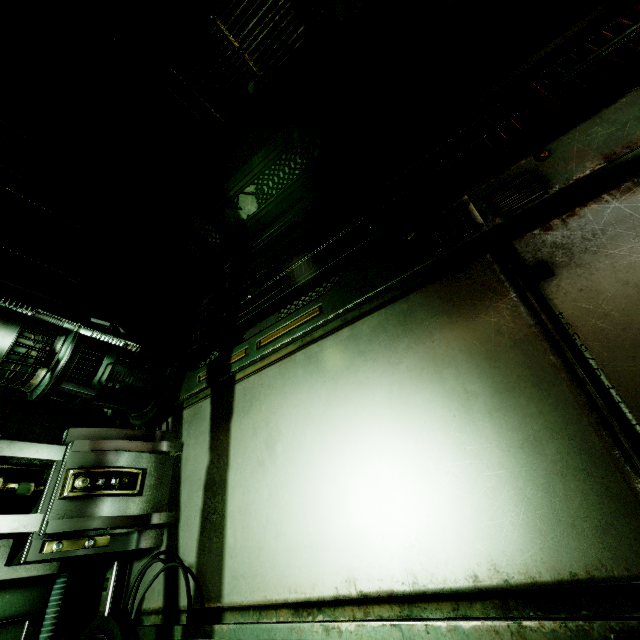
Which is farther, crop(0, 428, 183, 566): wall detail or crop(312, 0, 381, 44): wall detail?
crop(312, 0, 381, 44): wall detail

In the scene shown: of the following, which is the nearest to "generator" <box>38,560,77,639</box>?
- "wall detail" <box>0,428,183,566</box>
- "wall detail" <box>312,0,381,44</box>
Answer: "wall detail" <box>0,428,183,566</box>

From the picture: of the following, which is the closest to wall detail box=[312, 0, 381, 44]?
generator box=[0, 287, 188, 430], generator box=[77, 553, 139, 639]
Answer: generator box=[0, 287, 188, 430]

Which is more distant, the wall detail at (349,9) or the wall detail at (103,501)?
the wall detail at (349,9)

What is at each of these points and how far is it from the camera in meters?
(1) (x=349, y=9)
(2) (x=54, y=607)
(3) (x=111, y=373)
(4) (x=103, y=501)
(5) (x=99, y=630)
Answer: (1) wall detail, 2.7
(2) generator, 2.3
(3) generator, 2.6
(4) wall detail, 2.2
(5) generator, 2.1

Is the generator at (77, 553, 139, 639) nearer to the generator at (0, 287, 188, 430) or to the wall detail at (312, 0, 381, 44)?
the generator at (0, 287, 188, 430)

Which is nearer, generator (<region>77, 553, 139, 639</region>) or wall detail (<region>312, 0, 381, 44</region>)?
generator (<region>77, 553, 139, 639</region>)

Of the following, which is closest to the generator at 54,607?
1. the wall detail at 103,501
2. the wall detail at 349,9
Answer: the wall detail at 103,501
